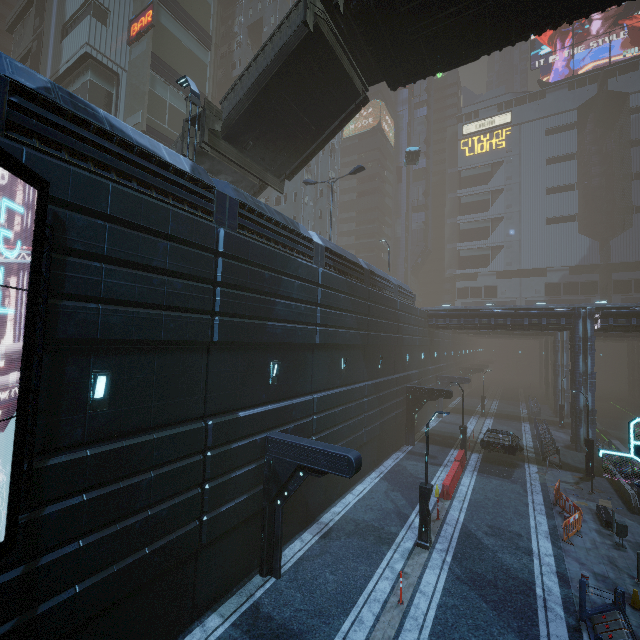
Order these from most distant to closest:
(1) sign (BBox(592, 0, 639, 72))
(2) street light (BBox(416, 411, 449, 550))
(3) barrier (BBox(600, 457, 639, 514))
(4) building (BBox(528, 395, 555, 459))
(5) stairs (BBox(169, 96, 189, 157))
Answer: (1) sign (BBox(592, 0, 639, 72))
(4) building (BBox(528, 395, 555, 459))
(3) barrier (BBox(600, 457, 639, 514))
(5) stairs (BBox(169, 96, 189, 157))
(2) street light (BBox(416, 411, 449, 550))

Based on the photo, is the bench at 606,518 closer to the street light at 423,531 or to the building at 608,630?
the building at 608,630

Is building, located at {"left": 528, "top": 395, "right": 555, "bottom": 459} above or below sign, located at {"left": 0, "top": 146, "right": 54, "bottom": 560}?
below

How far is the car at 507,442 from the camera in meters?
21.5 m

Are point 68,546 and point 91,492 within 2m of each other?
yes

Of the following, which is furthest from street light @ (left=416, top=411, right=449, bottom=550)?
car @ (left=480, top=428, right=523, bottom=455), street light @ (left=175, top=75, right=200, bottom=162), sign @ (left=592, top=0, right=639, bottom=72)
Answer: sign @ (left=592, top=0, right=639, bottom=72)

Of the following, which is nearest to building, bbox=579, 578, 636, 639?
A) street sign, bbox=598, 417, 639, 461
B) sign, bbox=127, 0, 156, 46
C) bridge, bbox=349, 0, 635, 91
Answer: sign, bbox=127, 0, 156, 46

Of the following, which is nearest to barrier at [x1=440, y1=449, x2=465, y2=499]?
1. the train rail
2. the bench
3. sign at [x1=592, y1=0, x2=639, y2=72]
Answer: the bench
